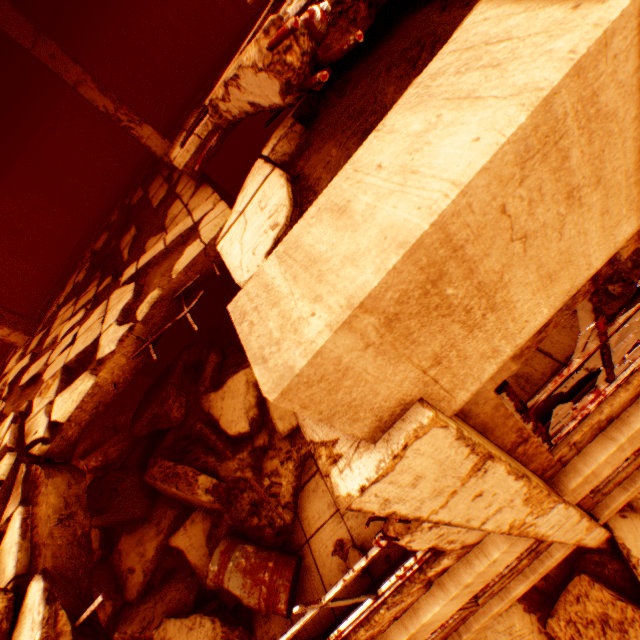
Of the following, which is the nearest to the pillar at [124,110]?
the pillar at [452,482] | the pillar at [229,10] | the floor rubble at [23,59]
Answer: the floor rubble at [23,59]

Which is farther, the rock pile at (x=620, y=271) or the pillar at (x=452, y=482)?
the rock pile at (x=620, y=271)

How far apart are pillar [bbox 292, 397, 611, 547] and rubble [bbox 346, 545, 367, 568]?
1.35m

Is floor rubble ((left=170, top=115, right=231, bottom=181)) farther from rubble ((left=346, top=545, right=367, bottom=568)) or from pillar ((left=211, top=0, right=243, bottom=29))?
pillar ((left=211, top=0, right=243, bottom=29))

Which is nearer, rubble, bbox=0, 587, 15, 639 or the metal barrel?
rubble, bbox=0, 587, 15, 639

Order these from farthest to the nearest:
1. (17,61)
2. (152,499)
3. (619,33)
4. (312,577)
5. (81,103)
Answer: (81,103), (17,61), (152,499), (312,577), (619,33)

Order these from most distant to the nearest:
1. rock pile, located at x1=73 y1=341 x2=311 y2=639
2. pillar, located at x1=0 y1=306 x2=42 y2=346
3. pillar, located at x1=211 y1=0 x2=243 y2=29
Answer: pillar, located at x1=211 y1=0 x2=243 y2=29
pillar, located at x1=0 y1=306 x2=42 y2=346
rock pile, located at x1=73 y1=341 x2=311 y2=639

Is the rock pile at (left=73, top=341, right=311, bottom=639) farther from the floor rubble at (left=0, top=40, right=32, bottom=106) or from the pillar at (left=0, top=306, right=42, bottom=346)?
the floor rubble at (left=0, top=40, right=32, bottom=106)
